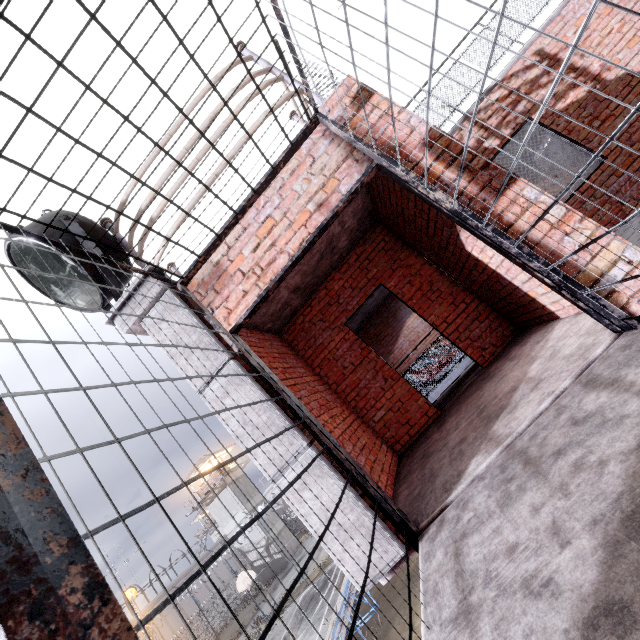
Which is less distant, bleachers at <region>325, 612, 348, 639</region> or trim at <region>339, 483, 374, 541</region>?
trim at <region>339, 483, 374, 541</region>

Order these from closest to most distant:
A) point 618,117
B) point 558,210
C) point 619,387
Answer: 1. point 619,387
2. point 558,210
3. point 618,117

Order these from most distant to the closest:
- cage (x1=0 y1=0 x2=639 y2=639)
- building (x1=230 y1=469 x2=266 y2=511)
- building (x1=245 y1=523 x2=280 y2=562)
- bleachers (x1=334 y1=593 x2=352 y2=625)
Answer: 1. building (x1=230 y1=469 x2=266 y2=511)
2. building (x1=245 y1=523 x2=280 y2=562)
3. bleachers (x1=334 y1=593 x2=352 y2=625)
4. cage (x1=0 y1=0 x2=639 y2=639)

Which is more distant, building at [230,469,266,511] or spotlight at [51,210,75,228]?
building at [230,469,266,511]

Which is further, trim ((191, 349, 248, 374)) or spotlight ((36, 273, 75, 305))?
spotlight ((36, 273, 75, 305))

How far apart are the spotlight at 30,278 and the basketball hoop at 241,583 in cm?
2457

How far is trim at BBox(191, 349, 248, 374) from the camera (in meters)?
2.81

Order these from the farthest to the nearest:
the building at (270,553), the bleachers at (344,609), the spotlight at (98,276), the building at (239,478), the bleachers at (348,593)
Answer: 1. the building at (239,478)
2. the building at (270,553)
3. the bleachers at (348,593)
4. the bleachers at (344,609)
5. the spotlight at (98,276)
